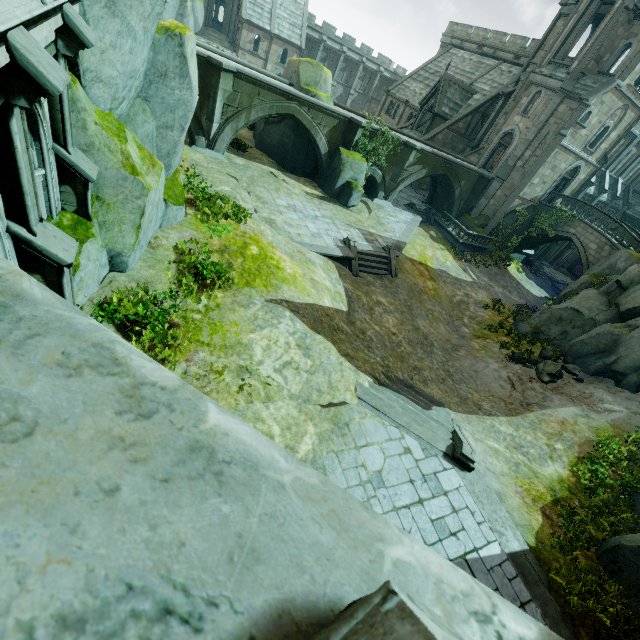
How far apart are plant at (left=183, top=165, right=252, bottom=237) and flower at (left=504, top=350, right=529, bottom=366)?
16.4m

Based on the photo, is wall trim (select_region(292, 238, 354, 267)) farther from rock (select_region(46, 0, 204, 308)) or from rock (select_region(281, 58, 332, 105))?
rock (select_region(46, 0, 204, 308))

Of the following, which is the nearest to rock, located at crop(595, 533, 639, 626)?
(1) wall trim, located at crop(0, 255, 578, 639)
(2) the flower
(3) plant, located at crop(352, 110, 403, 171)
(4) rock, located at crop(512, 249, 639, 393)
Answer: (4) rock, located at crop(512, 249, 639, 393)

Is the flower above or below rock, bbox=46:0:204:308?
below

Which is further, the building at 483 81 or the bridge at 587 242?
the bridge at 587 242

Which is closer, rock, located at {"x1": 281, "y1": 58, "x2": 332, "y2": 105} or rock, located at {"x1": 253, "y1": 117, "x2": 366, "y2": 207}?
rock, located at {"x1": 281, "y1": 58, "x2": 332, "y2": 105}

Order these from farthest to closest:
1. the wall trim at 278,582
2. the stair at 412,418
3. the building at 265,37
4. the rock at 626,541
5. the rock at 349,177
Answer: the building at 265,37 < the rock at 349,177 < the stair at 412,418 < the rock at 626,541 < the wall trim at 278,582

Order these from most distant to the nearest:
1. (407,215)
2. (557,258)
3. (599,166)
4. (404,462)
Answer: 1. (557,258)
2. (599,166)
3. (407,215)
4. (404,462)
